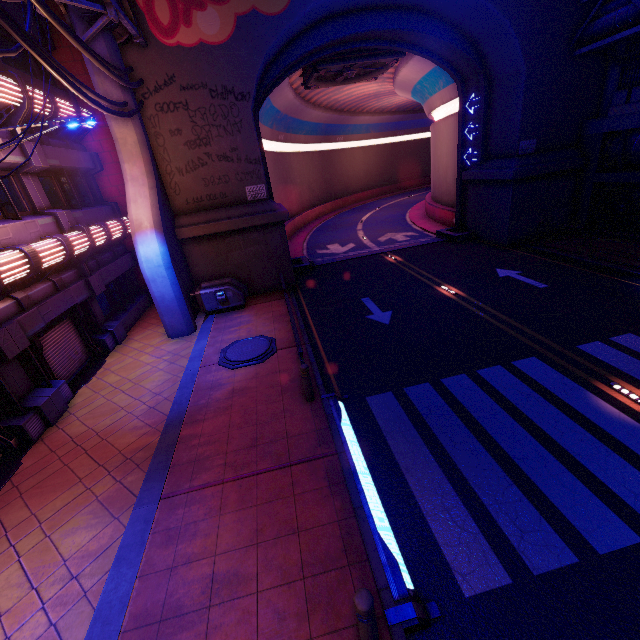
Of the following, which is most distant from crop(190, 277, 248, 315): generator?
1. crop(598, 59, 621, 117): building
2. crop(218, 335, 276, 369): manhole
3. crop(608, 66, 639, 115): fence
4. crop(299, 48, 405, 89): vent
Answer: crop(598, 59, 621, 117): building

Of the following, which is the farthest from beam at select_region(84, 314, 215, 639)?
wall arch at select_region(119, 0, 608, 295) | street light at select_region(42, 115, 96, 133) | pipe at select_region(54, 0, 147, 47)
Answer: pipe at select_region(54, 0, 147, 47)

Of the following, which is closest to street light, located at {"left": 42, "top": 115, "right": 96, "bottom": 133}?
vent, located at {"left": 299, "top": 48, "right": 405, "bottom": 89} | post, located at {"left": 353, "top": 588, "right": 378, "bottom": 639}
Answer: post, located at {"left": 353, "top": 588, "right": 378, "bottom": 639}

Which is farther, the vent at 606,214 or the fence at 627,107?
the vent at 606,214

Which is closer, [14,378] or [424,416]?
[424,416]

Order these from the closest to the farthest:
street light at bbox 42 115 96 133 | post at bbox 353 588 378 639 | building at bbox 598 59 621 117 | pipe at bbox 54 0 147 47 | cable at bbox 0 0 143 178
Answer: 1. post at bbox 353 588 378 639
2. cable at bbox 0 0 143 178
3. street light at bbox 42 115 96 133
4. pipe at bbox 54 0 147 47
5. building at bbox 598 59 621 117

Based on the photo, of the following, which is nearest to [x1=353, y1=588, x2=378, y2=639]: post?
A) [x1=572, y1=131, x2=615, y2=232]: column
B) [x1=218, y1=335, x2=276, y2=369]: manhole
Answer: [x1=218, y1=335, x2=276, y2=369]: manhole

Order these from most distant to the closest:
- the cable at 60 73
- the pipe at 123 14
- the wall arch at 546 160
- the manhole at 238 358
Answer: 1. the wall arch at 546 160
2. the manhole at 238 358
3. the pipe at 123 14
4. the cable at 60 73
